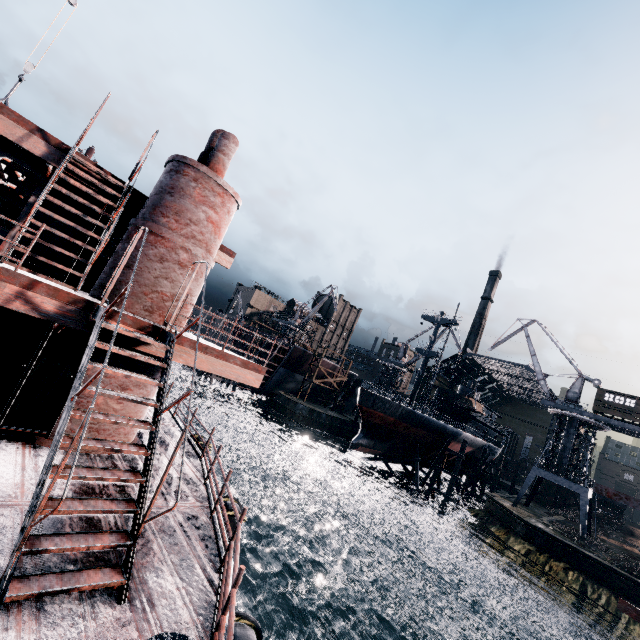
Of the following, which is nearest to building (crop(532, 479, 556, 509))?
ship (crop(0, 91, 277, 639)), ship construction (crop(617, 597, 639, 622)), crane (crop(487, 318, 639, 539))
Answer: ship (crop(0, 91, 277, 639))

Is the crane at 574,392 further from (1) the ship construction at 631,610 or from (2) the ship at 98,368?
(1) the ship construction at 631,610

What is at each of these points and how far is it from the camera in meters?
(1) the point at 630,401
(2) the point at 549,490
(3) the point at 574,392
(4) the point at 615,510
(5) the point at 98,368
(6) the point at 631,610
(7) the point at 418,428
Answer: (1) building, 39.8 m
(2) building, 58.0 m
(3) crane, 45.2 m
(4) rail car, 59.7 m
(5) ship, 5.5 m
(6) ship construction, 4.5 m
(7) ship, 43.6 m

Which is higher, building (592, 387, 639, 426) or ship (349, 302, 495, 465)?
building (592, 387, 639, 426)

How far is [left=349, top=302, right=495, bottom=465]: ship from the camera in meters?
41.8 m

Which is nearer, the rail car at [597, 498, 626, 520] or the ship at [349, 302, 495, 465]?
the ship at [349, 302, 495, 465]

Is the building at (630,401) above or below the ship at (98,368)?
above

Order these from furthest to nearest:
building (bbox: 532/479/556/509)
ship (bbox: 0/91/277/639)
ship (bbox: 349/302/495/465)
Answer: building (bbox: 532/479/556/509)
ship (bbox: 349/302/495/465)
ship (bbox: 0/91/277/639)
